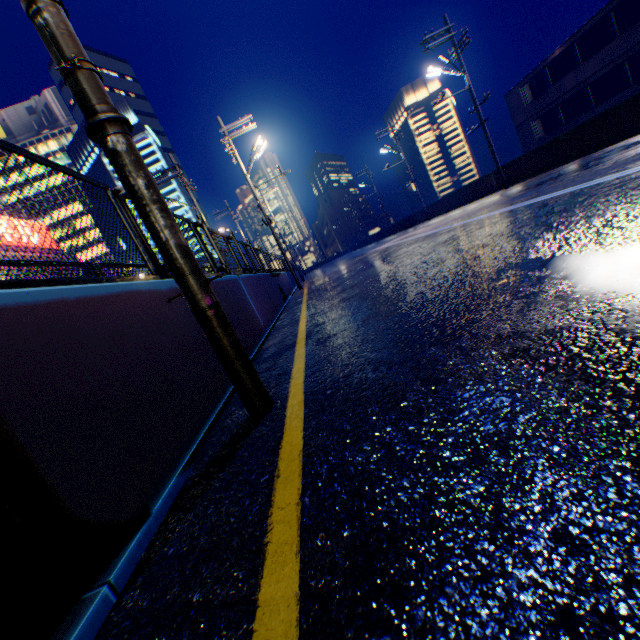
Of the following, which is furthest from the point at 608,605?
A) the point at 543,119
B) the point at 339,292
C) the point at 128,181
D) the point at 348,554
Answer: the point at 543,119

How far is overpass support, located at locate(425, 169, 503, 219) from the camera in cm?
2005

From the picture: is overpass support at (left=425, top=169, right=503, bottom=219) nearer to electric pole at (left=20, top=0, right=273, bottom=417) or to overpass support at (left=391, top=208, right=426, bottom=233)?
overpass support at (left=391, top=208, right=426, bottom=233)

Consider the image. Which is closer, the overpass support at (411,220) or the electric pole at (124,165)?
the electric pole at (124,165)

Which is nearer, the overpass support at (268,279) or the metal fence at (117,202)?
the metal fence at (117,202)

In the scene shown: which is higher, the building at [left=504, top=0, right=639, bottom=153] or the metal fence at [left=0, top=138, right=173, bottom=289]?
the building at [left=504, top=0, right=639, bottom=153]

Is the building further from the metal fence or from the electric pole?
the electric pole
